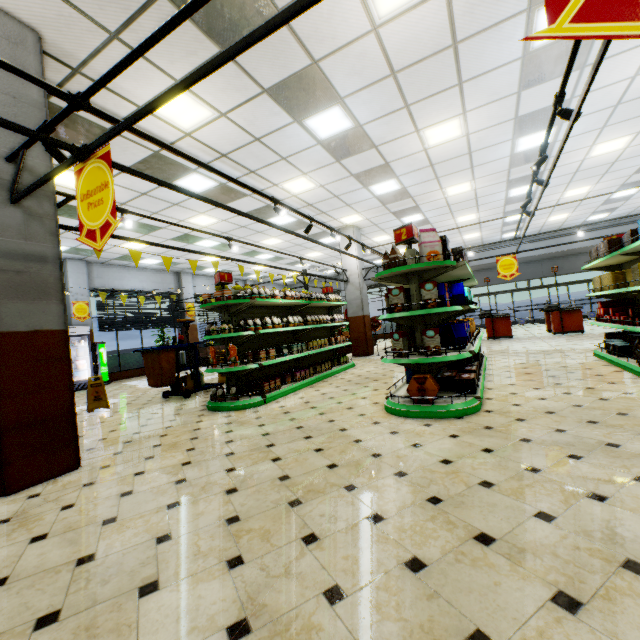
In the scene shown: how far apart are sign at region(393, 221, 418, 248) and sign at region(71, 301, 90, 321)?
13.0 meters

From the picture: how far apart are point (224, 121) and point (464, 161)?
5.9m

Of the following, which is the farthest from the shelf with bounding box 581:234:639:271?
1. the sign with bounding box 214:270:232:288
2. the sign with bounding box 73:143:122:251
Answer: the sign with bounding box 214:270:232:288

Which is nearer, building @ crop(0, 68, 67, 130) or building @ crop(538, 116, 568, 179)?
building @ crop(0, 68, 67, 130)

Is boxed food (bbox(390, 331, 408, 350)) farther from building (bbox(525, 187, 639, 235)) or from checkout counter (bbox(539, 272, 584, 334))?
checkout counter (bbox(539, 272, 584, 334))

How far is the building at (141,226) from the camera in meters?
10.0 m

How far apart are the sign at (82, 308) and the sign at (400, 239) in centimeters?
1300cm

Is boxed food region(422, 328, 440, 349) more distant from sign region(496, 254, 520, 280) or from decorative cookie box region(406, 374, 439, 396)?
sign region(496, 254, 520, 280)
